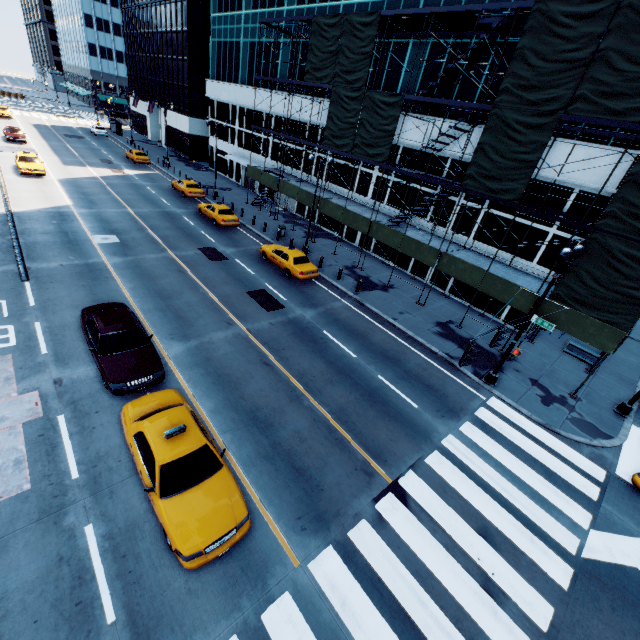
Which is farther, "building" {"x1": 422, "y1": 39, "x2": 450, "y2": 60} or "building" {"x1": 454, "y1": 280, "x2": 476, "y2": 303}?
"building" {"x1": 454, "y1": 280, "x2": 476, "y2": 303}

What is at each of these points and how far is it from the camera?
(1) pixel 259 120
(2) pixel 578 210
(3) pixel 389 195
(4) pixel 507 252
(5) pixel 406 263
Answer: (1) building, 37.25m
(2) building, 17.86m
(3) building, 26.59m
(4) building, 20.97m
(5) building, 26.88m

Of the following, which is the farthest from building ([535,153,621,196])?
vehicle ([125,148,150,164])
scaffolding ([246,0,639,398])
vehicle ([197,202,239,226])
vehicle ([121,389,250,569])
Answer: vehicle ([121,389,250,569])

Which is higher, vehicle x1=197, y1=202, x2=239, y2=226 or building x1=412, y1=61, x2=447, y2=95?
building x1=412, y1=61, x2=447, y2=95

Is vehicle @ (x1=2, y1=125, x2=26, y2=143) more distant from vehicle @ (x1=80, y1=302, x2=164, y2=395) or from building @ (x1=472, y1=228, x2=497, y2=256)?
vehicle @ (x1=80, y1=302, x2=164, y2=395)

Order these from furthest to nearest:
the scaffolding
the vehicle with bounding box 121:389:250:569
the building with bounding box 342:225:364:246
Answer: the building with bounding box 342:225:364:246
the scaffolding
the vehicle with bounding box 121:389:250:569

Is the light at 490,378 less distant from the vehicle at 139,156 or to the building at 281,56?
the building at 281,56
